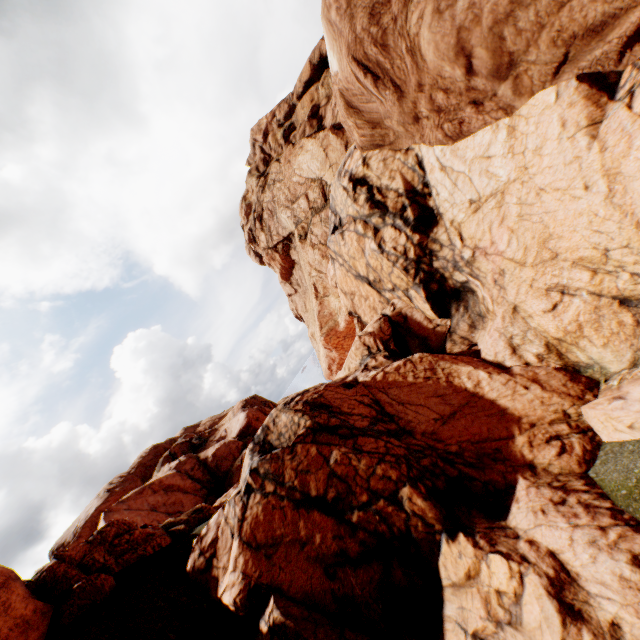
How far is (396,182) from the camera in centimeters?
1316cm
